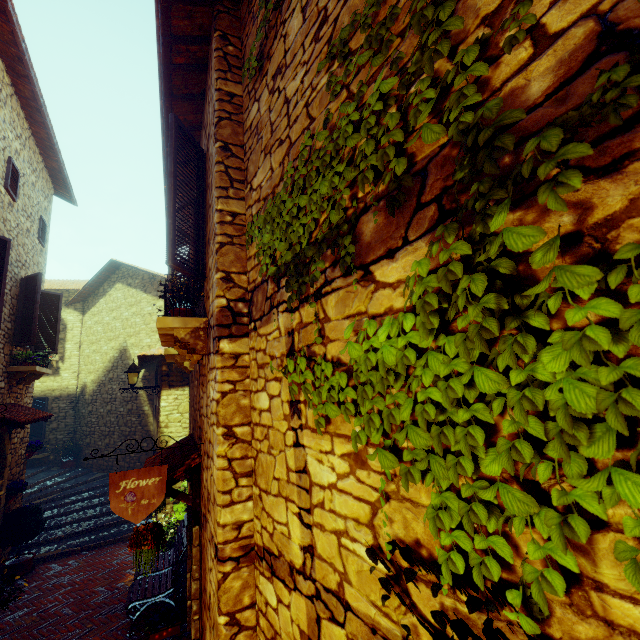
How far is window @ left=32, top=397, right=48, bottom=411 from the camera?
13.15m

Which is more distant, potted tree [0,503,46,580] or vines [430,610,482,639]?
potted tree [0,503,46,580]

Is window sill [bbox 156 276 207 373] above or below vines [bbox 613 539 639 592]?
above

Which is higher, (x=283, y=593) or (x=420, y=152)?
(x=420, y=152)

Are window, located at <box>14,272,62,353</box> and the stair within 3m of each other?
no

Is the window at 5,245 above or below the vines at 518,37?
above

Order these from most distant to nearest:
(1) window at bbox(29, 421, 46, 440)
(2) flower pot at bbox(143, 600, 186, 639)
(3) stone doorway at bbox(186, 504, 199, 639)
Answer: (1) window at bbox(29, 421, 46, 440) → (2) flower pot at bbox(143, 600, 186, 639) → (3) stone doorway at bbox(186, 504, 199, 639)

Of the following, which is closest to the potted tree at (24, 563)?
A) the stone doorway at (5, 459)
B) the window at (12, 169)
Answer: the stone doorway at (5, 459)
